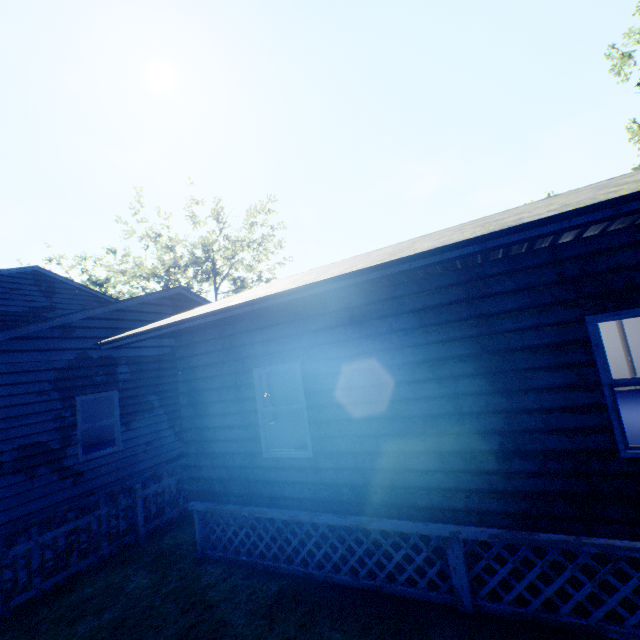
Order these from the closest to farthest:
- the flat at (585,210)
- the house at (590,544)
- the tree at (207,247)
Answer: the flat at (585,210) < the house at (590,544) < the tree at (207,247)

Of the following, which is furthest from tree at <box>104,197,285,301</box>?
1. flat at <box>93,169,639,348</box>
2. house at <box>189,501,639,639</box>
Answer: house at <box>189,501,639,639</box>

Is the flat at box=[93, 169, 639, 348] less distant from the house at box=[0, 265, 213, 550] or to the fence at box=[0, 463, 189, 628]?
the house at box=[0, 265, 213, 550]

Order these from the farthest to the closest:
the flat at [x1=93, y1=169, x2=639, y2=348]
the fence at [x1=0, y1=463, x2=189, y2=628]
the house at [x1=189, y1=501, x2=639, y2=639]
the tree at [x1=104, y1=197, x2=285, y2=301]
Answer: the tree at [x1=104, y1=197, x2=285, y2=301]
the fence at [x1=0, y1=463, x2=189, y2=628]
the house at [x1=189, y1=501, x2=639, y2=639]
the flat at [x1=93, y1=169, x2=639, y2=348]

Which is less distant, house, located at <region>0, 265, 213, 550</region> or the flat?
the flat

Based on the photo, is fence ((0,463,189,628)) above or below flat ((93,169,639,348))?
below

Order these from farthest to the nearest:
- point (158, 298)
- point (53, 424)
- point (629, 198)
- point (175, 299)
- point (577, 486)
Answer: point (175, 299)
point (158, 298)
point (53, 424)
point (577, 486)
point (629, 198)

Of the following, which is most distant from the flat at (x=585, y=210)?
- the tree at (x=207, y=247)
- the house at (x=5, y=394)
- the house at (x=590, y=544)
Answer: the tree at (x=207, y=247)
